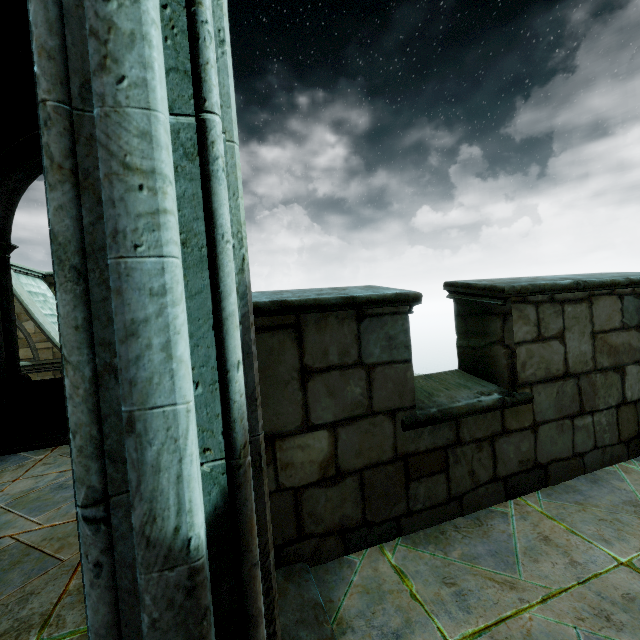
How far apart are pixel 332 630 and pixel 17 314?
18.2m
